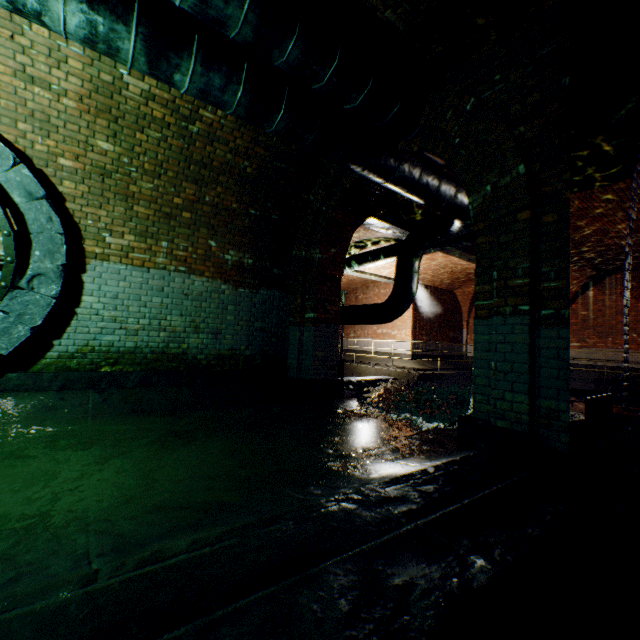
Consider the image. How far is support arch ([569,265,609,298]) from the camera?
13.44m

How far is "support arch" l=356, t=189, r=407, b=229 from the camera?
7.0 meters

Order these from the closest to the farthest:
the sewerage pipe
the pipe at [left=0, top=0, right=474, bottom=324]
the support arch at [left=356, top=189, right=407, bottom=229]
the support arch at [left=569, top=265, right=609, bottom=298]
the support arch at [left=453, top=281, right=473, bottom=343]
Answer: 1. the pipe at [left=0, top=0, right=474, bottom=324]
2. the sewerage pipe
3. the support arch at [left=356, top=189, right=407, bottom=229]
4. the support arch at [left=569, top=265, right=609, bottom=298]
5. the support arch at [left=453, top=281, right=473, bottom=343]

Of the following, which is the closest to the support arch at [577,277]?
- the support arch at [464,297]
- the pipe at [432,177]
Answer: the support arch at [464,297]

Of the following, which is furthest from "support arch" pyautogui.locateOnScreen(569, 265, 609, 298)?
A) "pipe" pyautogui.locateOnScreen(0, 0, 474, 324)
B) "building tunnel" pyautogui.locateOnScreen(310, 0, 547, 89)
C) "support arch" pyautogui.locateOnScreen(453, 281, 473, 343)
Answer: "building tunnel" pyautogui.locateOnScreen(310, 0, 547, 89)

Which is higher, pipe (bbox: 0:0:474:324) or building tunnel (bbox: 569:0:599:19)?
building tunnel (bbox: 569:0:599:19)

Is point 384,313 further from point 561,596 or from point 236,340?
point 561,596

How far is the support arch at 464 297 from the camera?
18.0 meters
